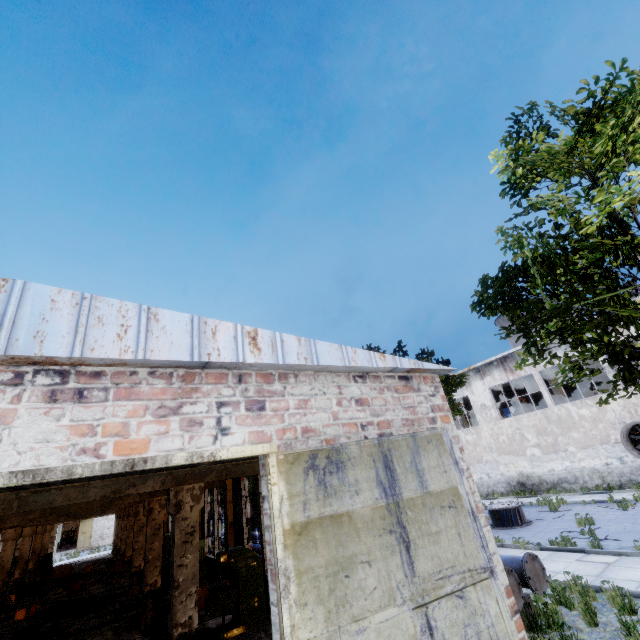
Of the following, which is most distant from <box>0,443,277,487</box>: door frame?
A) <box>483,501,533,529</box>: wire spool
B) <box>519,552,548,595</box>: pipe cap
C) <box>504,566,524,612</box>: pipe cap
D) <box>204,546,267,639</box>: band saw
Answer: <box>483,501,533,529</box>: wire spool

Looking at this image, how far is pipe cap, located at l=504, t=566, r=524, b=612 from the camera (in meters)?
6.42

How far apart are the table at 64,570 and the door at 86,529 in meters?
28.5

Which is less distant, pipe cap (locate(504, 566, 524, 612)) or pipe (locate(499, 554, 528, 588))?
pipe cap (locate(504, 566, 524, 612))

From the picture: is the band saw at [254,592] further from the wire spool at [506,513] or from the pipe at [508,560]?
the wire spool at [506,513]

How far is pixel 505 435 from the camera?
25.1m

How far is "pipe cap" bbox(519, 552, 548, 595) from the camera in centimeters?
682cm

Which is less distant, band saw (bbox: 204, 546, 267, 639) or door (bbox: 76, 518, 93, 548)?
band saw (bbox: 204, 546, 267, 639)
